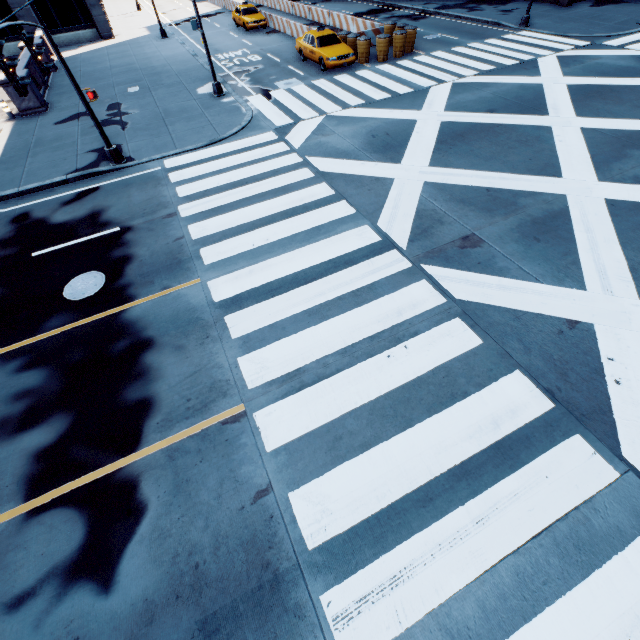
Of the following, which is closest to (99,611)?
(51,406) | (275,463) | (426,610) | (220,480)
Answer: (220,480)

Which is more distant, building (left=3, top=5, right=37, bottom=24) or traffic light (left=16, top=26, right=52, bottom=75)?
building (left=3, top=5, right=37, bottom=24)

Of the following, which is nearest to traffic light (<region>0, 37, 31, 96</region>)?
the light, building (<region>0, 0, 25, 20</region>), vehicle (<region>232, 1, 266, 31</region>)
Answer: the light

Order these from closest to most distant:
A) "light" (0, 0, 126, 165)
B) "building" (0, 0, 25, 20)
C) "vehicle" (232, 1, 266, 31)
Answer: "light" (0, 0, 126, 165) → "building" (0, 0, 25, 20) → "vehicle" (232, 1, 266, 31)

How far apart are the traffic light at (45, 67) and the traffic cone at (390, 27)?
18.4m

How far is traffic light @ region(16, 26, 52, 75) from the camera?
7.8m

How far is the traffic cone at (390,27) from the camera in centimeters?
1862cm

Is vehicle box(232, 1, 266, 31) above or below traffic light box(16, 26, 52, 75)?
below
